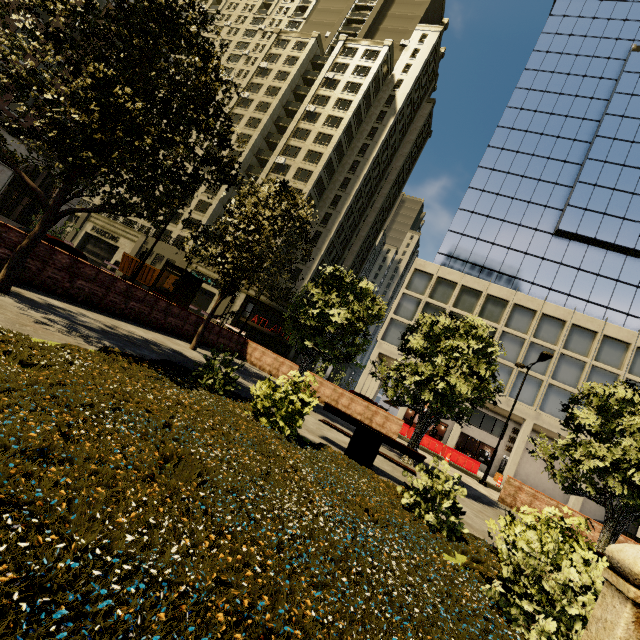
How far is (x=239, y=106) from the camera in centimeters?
4959cm

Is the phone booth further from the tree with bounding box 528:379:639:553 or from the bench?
the bench

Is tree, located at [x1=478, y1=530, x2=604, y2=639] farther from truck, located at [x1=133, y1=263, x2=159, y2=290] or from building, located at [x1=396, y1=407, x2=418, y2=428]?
truck, located at [x1=133, y1=263, x2=159, y2=290]

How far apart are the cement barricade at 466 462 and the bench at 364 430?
19.0 meters

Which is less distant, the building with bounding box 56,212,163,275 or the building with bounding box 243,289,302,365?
the building with bounding box 243,289,302,365

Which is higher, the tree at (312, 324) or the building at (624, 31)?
the building at (624, 31)

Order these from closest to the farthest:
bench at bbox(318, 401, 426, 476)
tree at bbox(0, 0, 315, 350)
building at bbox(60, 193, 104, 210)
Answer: tree at bbox(0, 0, 315, 350)
bench at bbox(318, 401, 426, 476)
building at bbox(60, 193, 104, 210)

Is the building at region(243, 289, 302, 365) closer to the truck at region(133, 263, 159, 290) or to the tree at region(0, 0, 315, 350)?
the tree at region(0, 0, 315, 350)
